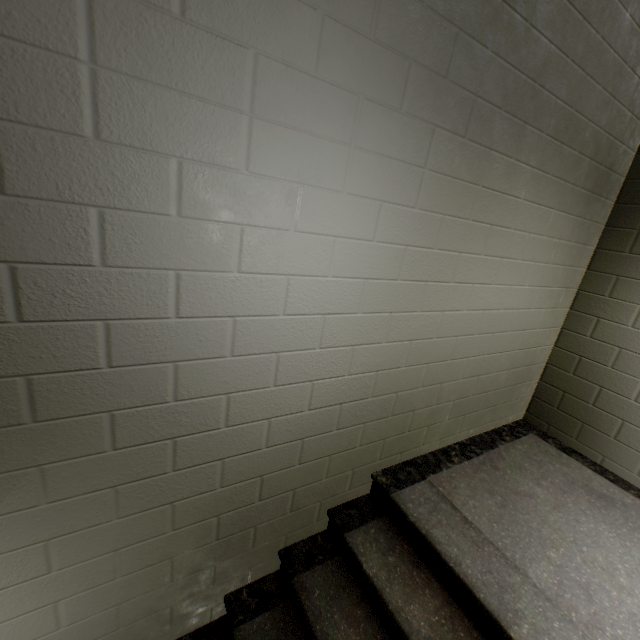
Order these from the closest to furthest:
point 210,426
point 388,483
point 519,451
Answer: point 210,426 < point 388,483 < point 519,451
